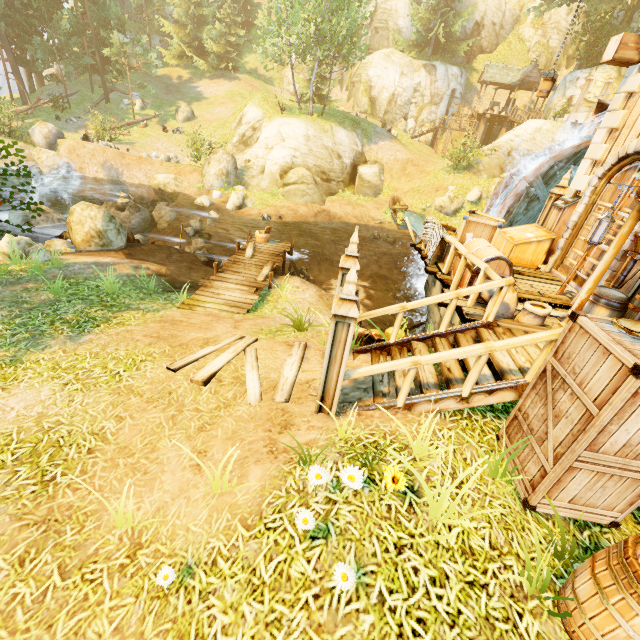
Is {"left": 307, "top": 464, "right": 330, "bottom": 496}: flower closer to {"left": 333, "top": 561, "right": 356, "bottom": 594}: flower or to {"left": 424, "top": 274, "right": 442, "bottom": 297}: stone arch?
{"left": 333, "top": 561, "right": 356, "bottom": 594}: flower

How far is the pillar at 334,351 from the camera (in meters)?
3.89

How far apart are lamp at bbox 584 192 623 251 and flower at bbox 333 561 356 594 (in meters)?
5.55

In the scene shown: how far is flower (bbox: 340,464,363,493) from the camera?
3.2 meters

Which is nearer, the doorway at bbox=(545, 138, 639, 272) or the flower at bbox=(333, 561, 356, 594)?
the flower at bbox=(333, 561, 356, 594)

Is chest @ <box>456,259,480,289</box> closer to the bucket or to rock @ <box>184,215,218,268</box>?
the bucket

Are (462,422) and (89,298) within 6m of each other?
no

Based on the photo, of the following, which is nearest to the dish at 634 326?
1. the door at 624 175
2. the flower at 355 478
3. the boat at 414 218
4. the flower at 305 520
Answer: the flower at 355 478
